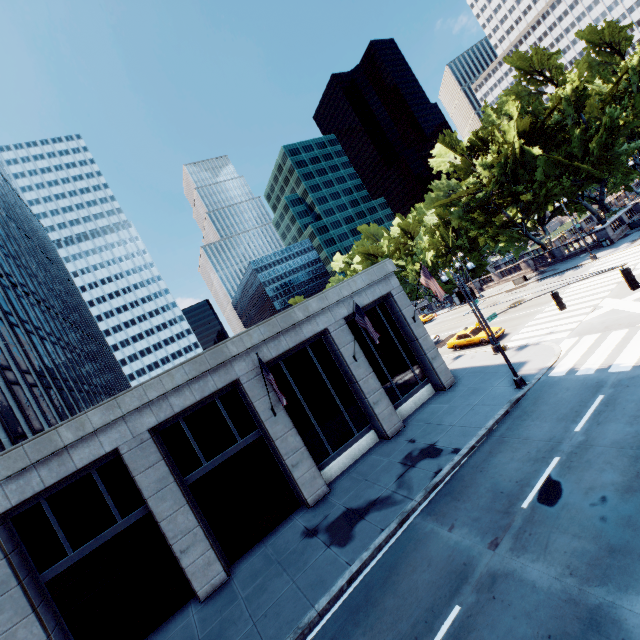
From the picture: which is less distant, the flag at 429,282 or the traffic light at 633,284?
the traffic light at 633,284

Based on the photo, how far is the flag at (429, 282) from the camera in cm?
1918

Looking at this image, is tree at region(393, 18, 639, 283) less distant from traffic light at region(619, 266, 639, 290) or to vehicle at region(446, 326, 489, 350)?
vehicle at region(446, 326, 489, 350)

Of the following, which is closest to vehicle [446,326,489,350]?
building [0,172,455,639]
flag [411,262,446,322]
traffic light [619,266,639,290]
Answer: building [0,172,455,639]

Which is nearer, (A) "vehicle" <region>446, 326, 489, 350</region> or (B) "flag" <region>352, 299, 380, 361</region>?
(B) "flag" <region>352, 299, 380, 361</region>

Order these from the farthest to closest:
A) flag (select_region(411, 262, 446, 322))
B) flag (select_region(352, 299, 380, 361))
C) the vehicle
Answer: the vehicle < flag (select_region(411, 262, 446, 322)) < flag (select_region(352, 299, 380, 361))

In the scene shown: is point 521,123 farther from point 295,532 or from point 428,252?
point 295,532

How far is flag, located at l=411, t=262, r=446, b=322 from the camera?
19.2m
